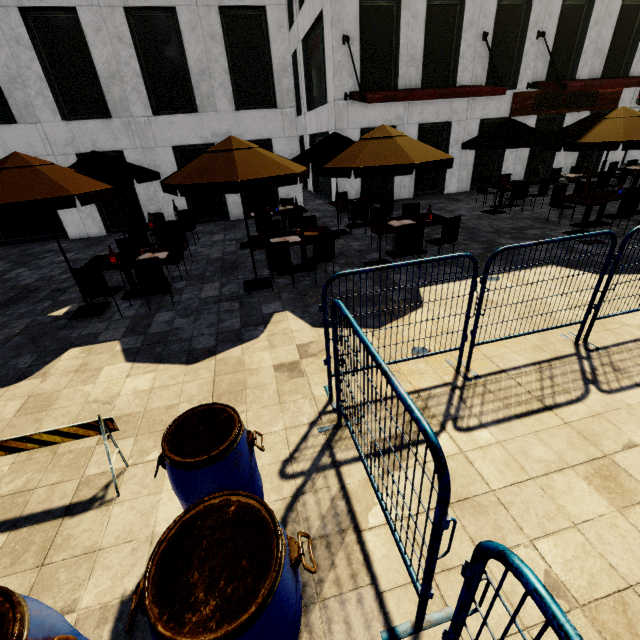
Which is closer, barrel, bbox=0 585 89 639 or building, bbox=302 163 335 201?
barrel, bbox=0 585 89 639

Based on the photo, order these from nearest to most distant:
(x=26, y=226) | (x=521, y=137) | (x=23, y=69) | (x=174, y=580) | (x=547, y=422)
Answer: (x=174, y=580)
(x=547, y=422)
(x=521, y=137)
(x=23, y=69)
(x=26, y=226)

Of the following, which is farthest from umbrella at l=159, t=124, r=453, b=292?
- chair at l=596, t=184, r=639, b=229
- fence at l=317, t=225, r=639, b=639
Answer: chair at l=596, t=184, r=639, b=229

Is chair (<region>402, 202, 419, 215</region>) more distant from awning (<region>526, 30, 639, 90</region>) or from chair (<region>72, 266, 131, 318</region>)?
awning (<region>526, 30, 639, 90</region>)

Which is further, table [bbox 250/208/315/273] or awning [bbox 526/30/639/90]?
awning [bbox 526/30/639/90]

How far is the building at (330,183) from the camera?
14.98m

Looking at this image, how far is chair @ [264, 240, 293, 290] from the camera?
6.5 meters

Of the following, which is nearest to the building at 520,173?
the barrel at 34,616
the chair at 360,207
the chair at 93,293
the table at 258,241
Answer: the chair at 360,207
